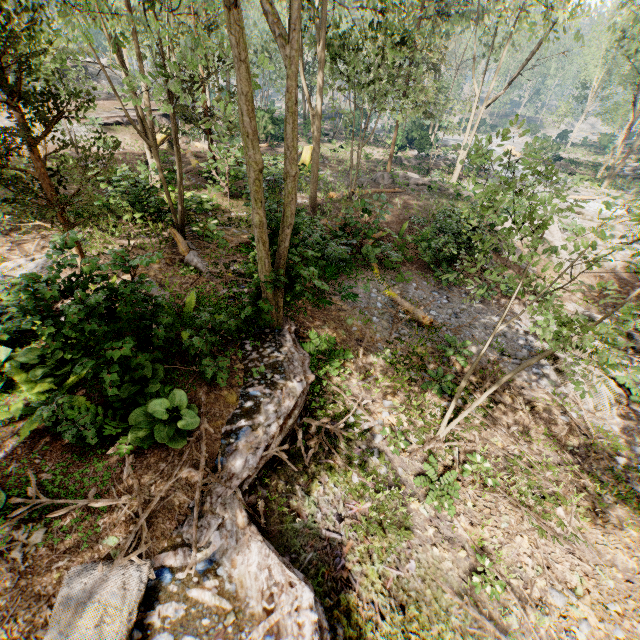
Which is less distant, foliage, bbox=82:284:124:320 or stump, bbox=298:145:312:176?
foliage, bbox=82:284:124:320

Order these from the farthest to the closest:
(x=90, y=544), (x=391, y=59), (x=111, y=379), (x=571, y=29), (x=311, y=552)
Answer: (x=571, y=29), (x=391, y=59), (x=311, y=552), (x=111, y=379), (x=90, y=544)

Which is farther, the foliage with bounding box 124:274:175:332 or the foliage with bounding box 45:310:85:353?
the foliage with bounding box 124:274:175:332

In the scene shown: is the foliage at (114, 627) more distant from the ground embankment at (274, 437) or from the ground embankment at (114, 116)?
the ground embankment at (114, 116)

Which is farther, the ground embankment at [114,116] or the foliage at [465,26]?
the ground embankment at [114,116]

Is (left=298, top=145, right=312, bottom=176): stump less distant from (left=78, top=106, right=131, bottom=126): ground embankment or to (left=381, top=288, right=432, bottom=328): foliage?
(left=381, top=288, right=432, bottom=328): foliage

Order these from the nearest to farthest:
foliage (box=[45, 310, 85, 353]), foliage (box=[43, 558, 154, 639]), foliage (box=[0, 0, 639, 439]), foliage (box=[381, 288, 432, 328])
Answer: foliage (box=[43, 558, 154, 639]) < foliage (box=[45, 310, 85, 353]) < foliage (box=[0, 0, 639, 439]) < foliage (box=[381, 288, 432, 328])

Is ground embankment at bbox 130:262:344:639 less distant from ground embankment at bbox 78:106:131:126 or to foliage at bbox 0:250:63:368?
foliage at bbox 0:250:63:368
